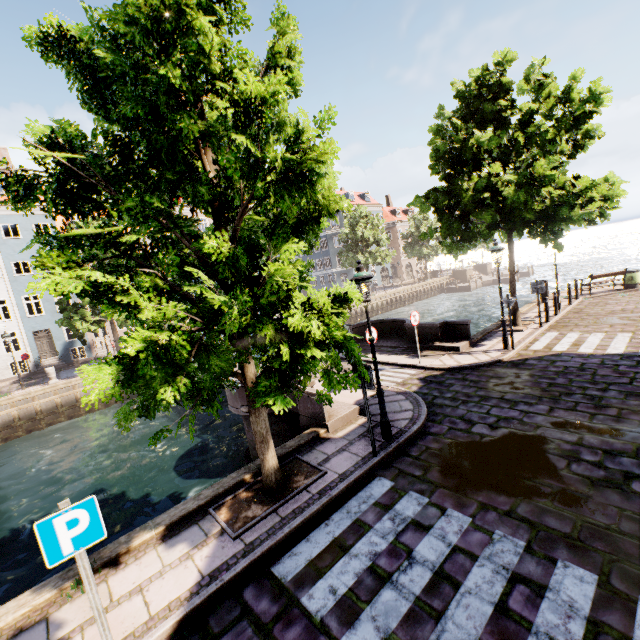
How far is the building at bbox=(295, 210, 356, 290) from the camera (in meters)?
51.00

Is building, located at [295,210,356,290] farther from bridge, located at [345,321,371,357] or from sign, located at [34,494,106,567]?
sign, located at [34,494,106,567]

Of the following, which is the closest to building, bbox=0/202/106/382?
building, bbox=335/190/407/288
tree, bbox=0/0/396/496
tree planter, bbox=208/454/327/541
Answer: tree, bbox=0/0/396/496

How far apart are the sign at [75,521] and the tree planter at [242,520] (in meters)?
2.14

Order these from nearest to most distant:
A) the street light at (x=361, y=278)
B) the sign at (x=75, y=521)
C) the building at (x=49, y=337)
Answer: the sign at (x=75, y=521), the street light at (x=361, y=278), the building at (x=49, y=337)

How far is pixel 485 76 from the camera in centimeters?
1177cm

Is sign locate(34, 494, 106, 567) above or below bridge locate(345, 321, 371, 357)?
above

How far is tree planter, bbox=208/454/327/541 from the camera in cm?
523
